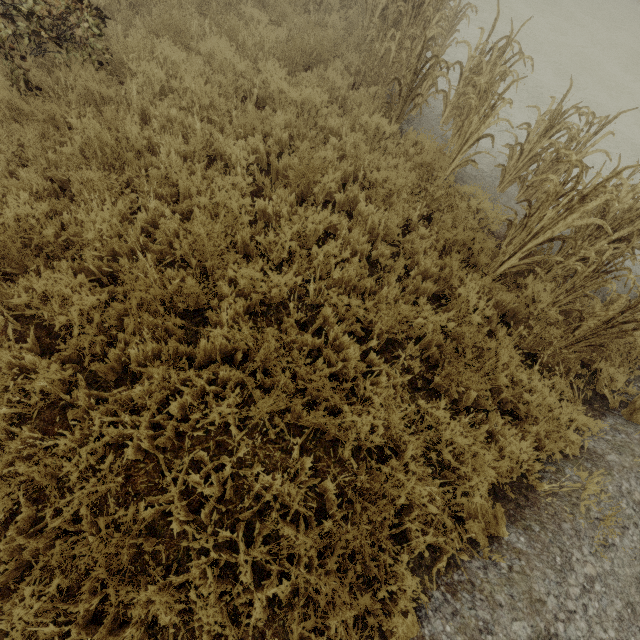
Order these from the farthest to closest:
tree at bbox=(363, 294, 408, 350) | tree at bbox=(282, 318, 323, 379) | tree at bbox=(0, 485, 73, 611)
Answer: tree at bbox=(363, 294, 408, 350) → tree at bbox=(282, 318, 323, 379) → tree at bbox=(0, 485, 73, 611)

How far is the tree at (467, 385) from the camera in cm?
337

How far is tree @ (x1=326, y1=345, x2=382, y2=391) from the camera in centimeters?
334cm

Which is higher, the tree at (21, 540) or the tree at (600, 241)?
the tree at (600, 241)

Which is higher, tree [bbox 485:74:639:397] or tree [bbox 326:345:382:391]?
tree [bbox 485:74:639:397]

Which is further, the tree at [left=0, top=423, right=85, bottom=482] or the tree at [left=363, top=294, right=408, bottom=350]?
the tree at [left=363, top=294, right=408, bottom=350]

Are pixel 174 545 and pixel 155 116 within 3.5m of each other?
no
